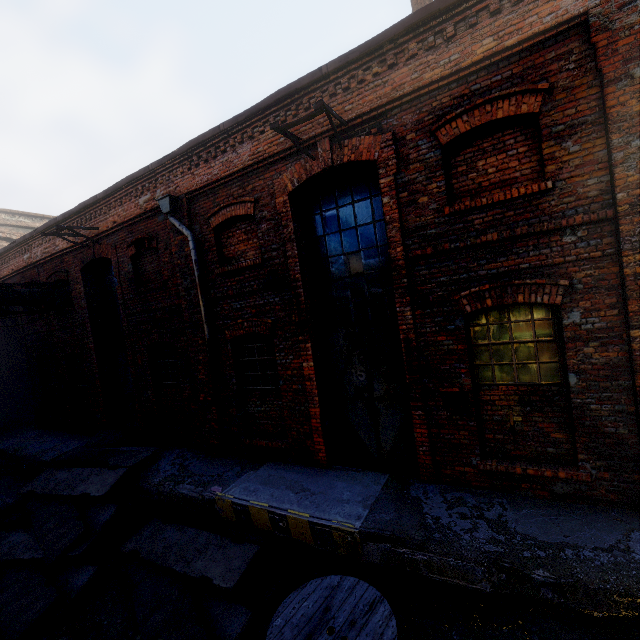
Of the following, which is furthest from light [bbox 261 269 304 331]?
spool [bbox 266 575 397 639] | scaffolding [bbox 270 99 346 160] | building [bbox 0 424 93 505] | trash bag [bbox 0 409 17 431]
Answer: trash bag [bbox 0 409 17 431]

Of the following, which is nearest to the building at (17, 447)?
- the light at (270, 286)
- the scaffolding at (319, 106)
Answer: the light at (270, 286)

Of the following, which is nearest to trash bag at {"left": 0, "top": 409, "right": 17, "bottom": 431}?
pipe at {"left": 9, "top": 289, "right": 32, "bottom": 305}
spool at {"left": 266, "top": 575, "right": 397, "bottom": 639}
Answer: pipe at {"left": 9, "top": 289, "right": 32, "bottom": 305}

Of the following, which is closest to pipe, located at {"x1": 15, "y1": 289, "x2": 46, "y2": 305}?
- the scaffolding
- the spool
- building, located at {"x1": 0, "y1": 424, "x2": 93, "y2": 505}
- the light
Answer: building, located at {"x1": 0, "y1": 424, "x2": 93, "y2": 505}

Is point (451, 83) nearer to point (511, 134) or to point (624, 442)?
point (511, 134)

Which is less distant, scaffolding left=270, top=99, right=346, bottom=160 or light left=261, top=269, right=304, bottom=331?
scaffolding left=270, top=99, right=346, bottom=160

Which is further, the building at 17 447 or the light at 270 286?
the building at 17 447

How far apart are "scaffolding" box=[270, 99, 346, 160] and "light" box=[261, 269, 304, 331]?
2.25m
